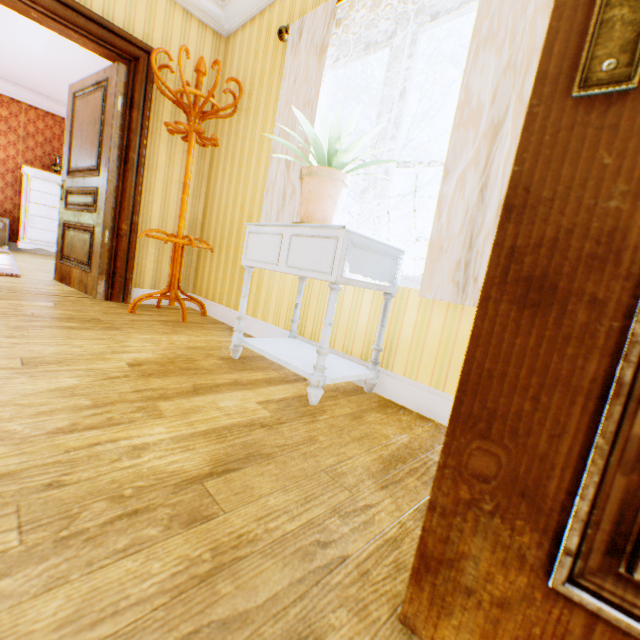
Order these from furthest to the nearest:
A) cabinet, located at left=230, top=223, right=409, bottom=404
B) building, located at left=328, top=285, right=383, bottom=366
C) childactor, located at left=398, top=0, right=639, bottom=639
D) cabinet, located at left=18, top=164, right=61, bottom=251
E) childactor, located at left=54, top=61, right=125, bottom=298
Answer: cabinet, located at left=18, top=164, right=61, bottom=251 → childactor, located at left=54, top=61, right=125, bottom=298 → building, located at left=328, top=285, right=383, bottom=366 → cabinet, located at left=230, top=223, right=409, bottom=404 → childactor, located at left=398, top=0, right=639, bottom=639

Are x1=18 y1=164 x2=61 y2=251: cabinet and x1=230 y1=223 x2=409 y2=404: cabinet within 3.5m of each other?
no

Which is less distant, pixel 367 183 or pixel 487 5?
pixel 487 5

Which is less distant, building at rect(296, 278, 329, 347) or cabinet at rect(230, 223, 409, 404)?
cabinet at rect(230, 223, 409, 404)

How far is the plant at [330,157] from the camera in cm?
149

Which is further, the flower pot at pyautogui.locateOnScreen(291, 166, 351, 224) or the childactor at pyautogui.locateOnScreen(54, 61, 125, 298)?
the childactor at pyautogui.locateOnScreen(54, 61, 125, 298)

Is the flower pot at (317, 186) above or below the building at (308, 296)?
above

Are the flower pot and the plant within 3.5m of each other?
yes
